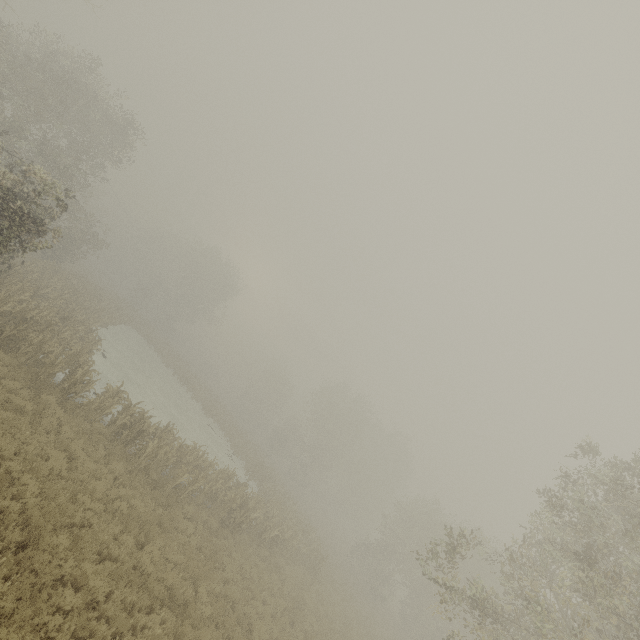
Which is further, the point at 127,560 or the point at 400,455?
the point at 400,455
